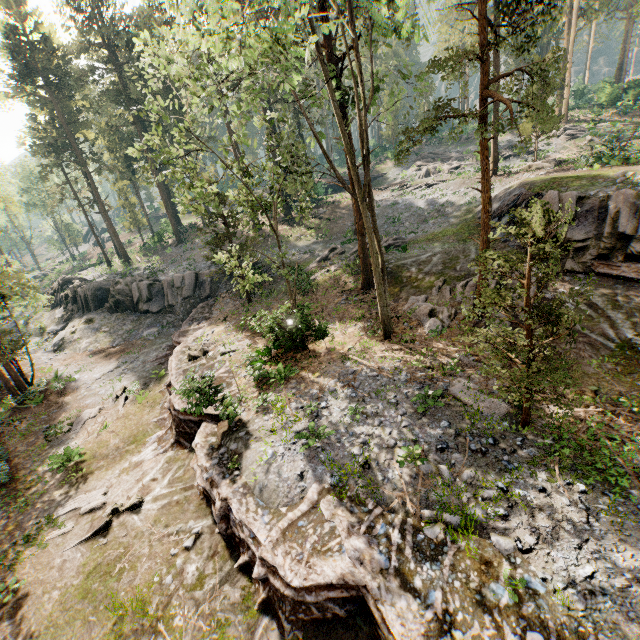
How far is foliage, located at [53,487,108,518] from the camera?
12.1 meters

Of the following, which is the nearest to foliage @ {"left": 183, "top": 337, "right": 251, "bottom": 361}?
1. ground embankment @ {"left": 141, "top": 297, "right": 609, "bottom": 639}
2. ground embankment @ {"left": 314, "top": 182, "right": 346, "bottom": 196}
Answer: ground embankment @ {"left": 141, "top": 297, "right": 609, "bottom": 639}

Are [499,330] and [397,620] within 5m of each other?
no

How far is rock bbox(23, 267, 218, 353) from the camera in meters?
28.3 m

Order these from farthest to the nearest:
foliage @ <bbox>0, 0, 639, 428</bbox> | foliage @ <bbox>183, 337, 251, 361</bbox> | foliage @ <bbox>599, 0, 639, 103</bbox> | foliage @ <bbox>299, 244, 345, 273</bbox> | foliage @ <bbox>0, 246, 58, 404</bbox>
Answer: foliage @ <bbox>599, 0, 639, 103</bbox>, foliage @ <bbox>299, 244, 345, 273</bbox>, foliage @ <bbox>0, 246, 58, 404</bbox>, foliage @ <bbox>183, 337, 251, 361</bbox>, foliage @ <bbox>0, 0, 639, 428</bbox>

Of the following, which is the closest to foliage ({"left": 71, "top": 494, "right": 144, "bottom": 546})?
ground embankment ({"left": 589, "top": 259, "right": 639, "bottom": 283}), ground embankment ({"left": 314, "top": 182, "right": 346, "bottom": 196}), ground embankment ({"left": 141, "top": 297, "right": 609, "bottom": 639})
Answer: ground embankment ({"left": 141, "top": 297, "right": 609, "bottom": 639})

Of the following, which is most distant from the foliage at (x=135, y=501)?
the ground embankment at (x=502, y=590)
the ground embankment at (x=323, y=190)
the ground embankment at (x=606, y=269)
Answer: the ground embankment at (x=323, y=190)
